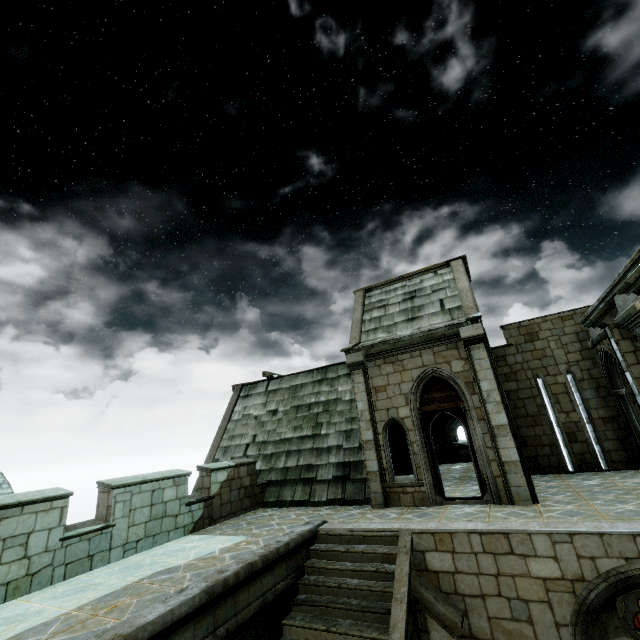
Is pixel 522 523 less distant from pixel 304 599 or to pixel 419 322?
pixel 304 599
